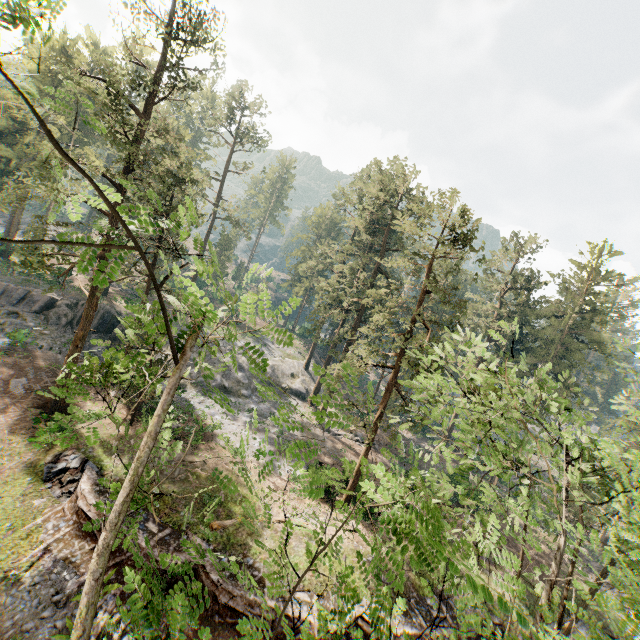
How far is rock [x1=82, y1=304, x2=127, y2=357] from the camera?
33.1m

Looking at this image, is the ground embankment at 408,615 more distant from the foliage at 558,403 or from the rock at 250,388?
the rock at 250,388

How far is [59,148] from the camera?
2.72m

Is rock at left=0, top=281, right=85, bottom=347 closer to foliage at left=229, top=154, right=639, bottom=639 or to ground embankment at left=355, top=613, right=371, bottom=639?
foliage at left=229, top=154, right=639, bottom=639

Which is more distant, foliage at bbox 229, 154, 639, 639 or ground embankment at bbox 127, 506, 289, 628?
ground embankment at bbox 127, 506, 289, 628

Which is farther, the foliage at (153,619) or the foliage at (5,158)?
the foliage at (153,619)

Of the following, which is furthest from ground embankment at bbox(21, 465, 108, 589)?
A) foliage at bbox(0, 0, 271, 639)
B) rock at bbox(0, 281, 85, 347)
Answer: rock at bbox(0, 281, 85, 347)
